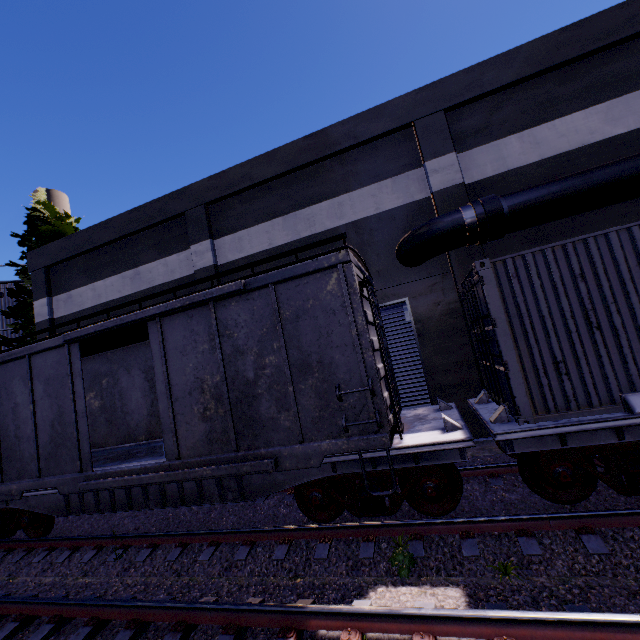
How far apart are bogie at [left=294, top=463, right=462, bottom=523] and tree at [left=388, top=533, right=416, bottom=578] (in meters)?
0.57

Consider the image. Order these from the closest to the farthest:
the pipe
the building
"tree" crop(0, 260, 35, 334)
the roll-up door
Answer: the pipe → the building → the roll-up door → "tree" crop(0, 260, 35, 334)

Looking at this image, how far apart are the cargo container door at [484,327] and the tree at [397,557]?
2.6 meters

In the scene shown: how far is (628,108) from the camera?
8.8 meters

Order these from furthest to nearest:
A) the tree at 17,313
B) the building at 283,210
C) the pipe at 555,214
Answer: the tree at 17,313
the building at 283,210
the pipe at 555,214

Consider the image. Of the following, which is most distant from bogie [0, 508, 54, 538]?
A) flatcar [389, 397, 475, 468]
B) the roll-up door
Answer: the roll-up door

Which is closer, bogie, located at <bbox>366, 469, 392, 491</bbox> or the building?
bogie, located at <bbox>366, 469, 392, 491</bbox>

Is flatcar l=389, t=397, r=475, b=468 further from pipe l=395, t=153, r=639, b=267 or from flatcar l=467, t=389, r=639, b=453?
pipe l=395, t=153, r=639, b=267
